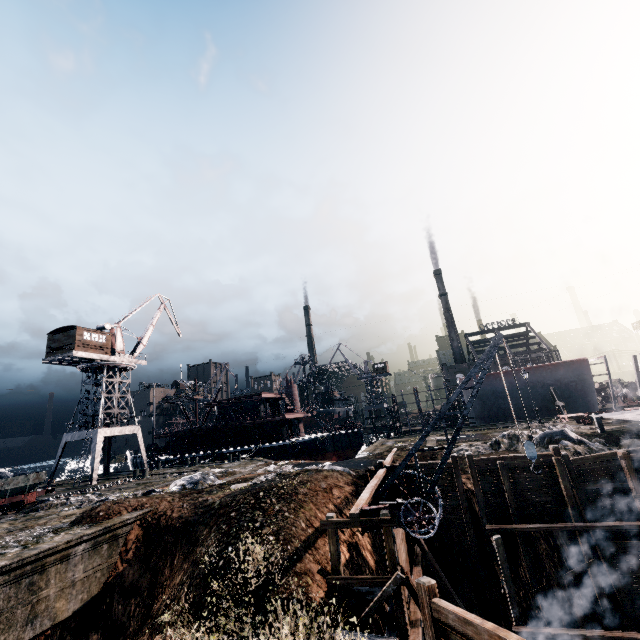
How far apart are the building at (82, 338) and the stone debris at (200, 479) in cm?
2326

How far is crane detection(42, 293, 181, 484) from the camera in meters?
36.4

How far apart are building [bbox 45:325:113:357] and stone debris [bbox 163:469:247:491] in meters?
23.3 m

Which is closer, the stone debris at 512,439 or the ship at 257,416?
the stone debris at 512,439

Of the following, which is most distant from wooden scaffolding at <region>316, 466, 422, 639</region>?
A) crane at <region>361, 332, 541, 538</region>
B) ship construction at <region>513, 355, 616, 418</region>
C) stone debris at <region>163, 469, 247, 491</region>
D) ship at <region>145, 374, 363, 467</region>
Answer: ship construction at <region>513, 355, 616, 418</region>

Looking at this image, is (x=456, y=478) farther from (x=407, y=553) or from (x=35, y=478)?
(x=35, y=478)

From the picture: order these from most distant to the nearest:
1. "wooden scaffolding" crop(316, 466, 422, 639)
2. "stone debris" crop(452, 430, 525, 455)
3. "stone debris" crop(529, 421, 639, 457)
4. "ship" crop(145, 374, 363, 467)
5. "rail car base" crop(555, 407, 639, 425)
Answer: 1. "ship" crop(145, 374, 363, 467)
2. "rail car base" crop(555, 407, 639, 425)
3. "stone debris" crop(452, 430, 525, 455)
4. "stone debris" crop(529, 421, 639, 457)
5. "wooden scaffolding" crop(316, 466, 422, 639)

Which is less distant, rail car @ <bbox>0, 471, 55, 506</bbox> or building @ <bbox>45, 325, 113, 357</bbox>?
rail car @ <bbox>0, 471, 55, 506</bbox>
